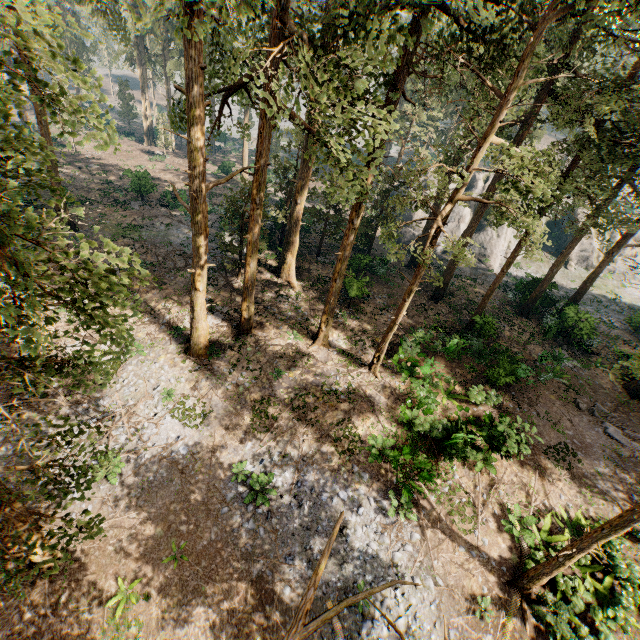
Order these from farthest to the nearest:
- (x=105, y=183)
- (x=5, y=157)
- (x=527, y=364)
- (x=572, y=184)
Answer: (x=105, y=183) < (x=527, y=364) < (x=572, y=184) < (x=5, y=157)

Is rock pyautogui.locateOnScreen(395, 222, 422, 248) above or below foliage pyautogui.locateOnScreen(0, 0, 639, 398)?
below

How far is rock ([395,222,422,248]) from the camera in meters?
38.1 m

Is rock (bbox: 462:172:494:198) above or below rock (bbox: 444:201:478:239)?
above

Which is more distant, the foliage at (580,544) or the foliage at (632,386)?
the foliage at (580,544)

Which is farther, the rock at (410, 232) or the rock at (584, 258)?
the rock at (584, 258)
